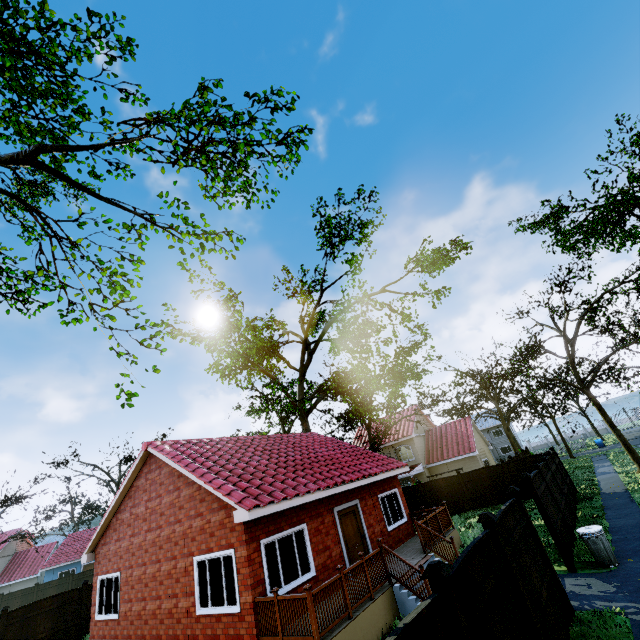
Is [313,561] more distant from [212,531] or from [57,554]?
[57,554]

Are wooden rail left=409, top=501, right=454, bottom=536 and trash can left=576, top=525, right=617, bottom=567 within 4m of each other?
no

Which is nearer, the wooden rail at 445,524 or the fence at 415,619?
the fence at 415,619

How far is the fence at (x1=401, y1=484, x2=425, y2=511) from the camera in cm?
2338

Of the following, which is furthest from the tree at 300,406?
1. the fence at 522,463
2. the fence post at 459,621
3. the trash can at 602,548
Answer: the fence post at 459,621

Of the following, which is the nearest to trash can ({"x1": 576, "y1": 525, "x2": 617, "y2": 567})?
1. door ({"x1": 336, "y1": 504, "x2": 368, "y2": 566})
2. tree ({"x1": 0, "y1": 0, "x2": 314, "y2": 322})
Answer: door ({"x1": 336, "y1": 504, "x2": 368, "y2": 566})

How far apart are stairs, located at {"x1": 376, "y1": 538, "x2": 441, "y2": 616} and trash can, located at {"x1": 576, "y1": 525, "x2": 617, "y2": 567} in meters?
3.7 m

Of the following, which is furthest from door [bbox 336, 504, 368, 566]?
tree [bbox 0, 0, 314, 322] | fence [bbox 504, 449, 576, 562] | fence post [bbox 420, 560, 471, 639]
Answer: tree [bbox 0, 0, 314, 322]
